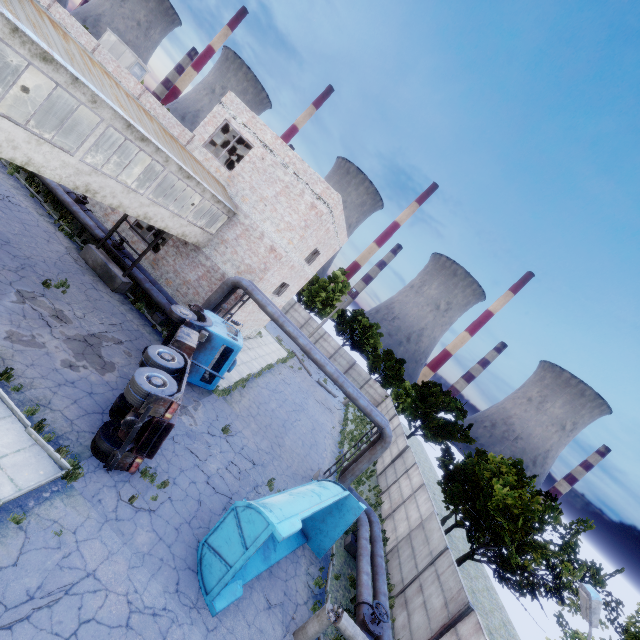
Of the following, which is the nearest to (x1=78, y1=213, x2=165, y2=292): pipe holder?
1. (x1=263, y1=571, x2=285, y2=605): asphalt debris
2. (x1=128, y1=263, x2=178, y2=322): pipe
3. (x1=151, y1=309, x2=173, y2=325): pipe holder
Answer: (x1=128, y1=263, x2=178, y2=322): pipe

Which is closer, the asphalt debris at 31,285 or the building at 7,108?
the building at 7,108

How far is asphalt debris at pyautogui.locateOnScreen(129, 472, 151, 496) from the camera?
9.5m

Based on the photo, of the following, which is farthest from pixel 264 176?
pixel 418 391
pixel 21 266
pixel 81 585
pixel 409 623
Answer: pixel 418 391

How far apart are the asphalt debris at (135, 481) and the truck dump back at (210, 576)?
1.65m

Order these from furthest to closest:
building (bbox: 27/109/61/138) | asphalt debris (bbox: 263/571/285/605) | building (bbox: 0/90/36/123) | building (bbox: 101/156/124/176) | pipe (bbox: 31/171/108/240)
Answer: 1. pipe (bbox: 31/171/108/240)
2. building (bbox: 101/156/124/176)
3. building (bbox: 27/109/61/138)
4. building (bbox: 0/90/36/123)
5. asphalt debris (bbox: 263/571/285/605)

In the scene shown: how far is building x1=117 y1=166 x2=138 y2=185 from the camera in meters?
15.9

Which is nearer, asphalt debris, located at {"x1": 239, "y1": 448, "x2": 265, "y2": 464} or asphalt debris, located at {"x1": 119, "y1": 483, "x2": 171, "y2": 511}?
asphalt debris, located at {"x1": 119, "y1": 483, "x2": 171, "y2": 511}
